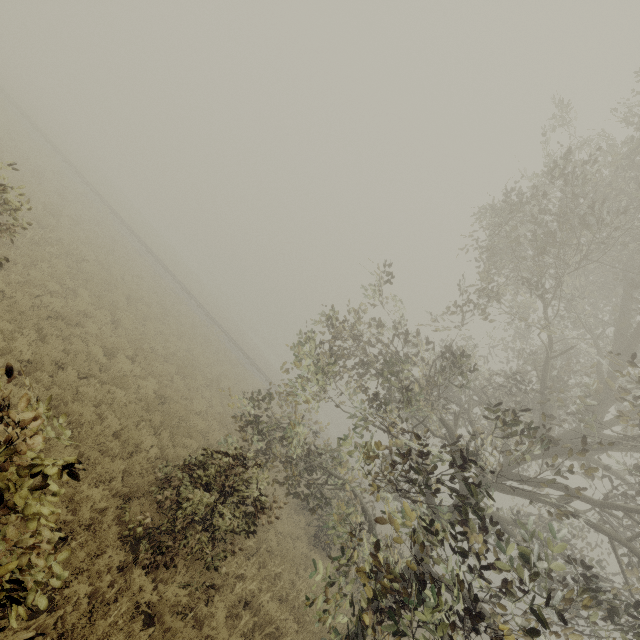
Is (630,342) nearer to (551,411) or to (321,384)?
(551,411)
